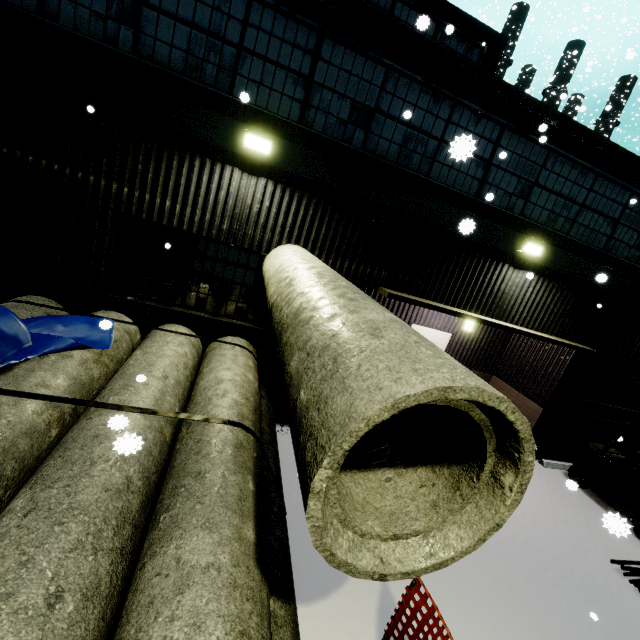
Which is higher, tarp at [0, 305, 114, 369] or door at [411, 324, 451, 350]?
door at [411, 324, 451, 350]

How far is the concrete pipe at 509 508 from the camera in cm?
128

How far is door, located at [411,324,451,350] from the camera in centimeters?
970cm

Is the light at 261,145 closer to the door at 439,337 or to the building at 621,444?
the building at 621,444

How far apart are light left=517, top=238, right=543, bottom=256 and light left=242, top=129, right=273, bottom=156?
5.64m

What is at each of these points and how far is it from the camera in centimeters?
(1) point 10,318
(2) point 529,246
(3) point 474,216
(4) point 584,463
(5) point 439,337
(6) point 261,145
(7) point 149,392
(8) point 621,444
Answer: (1) tarp, 380cm
(2) light, 699cm
(3) building, 671cm
(4) forklift, 860cm
(5) door, 994cm
(6) light, 534cm
(7) concrete pipe stack, 388cm
(8) building, 1021cm

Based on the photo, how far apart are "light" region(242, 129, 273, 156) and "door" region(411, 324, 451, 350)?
6.06m

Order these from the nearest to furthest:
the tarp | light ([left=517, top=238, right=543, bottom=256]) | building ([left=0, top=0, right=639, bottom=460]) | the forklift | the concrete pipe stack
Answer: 1. the concrete pipe stack
2. the tarp
3. building ([left=0, top=0, right=639, bottom=460])
4. light ([left=517, top=238, right=543, bottom=256])
5. the forklift
